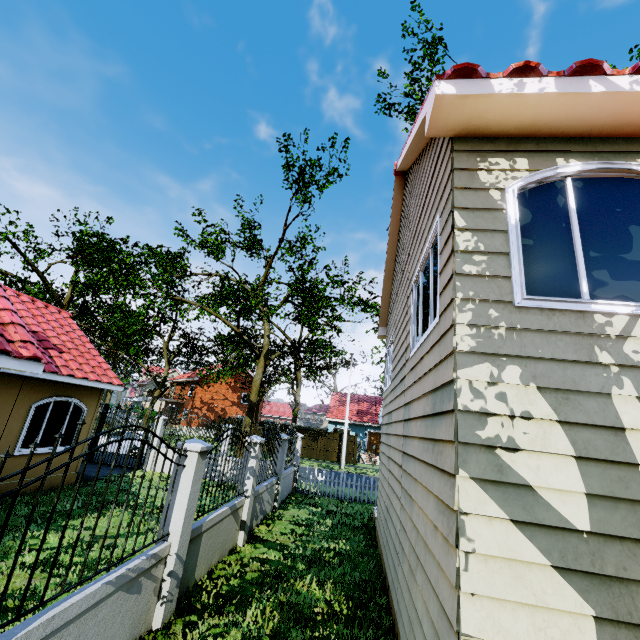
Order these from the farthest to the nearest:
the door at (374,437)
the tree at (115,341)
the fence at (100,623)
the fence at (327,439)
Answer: the door at (374,437), the fence at (327,439), the tree at (115,341), the fence at (100,623)

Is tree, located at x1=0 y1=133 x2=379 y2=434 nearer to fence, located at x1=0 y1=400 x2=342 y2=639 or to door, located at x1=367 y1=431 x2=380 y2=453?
fence, located at x1=0 y1=400 x2=342 y2=639

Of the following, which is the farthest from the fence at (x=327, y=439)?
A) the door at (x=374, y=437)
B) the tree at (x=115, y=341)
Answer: the door at (x=374, y=437)

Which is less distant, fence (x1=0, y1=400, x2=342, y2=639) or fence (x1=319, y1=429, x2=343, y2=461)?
fence (x1=0, y1=400, x2=342, y2=639)

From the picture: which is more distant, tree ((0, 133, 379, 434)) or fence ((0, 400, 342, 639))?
tree ((0, 133, 379, 434))

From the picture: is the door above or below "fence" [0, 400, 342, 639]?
above

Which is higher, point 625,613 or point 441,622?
point 625,613
